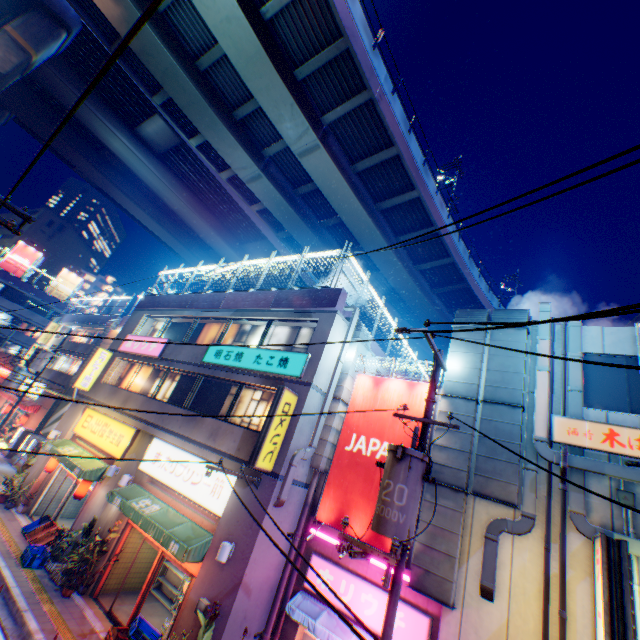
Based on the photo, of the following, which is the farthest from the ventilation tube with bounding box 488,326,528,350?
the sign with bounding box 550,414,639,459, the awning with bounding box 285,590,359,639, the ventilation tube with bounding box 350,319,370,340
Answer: the ventilation tube with bounding box 350,319,370,340

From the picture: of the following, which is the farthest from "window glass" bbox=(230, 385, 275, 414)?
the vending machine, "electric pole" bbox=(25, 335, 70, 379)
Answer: "electric pole" bbox=(25, 335, 70, 379)

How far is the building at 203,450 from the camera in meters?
9.9

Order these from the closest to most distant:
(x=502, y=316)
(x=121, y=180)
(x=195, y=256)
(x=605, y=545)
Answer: (x=605, y=545), (x=502, y=316), (x=121, y=180), (x=195, y=256)

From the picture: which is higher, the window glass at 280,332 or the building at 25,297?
the building at 25,297

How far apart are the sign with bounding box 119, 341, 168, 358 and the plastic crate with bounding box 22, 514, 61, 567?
7.88m

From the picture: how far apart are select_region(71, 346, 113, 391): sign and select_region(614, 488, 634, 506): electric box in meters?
23.0 m

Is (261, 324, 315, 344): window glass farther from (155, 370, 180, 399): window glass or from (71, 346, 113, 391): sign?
(71, 346, 113, 391): sign
